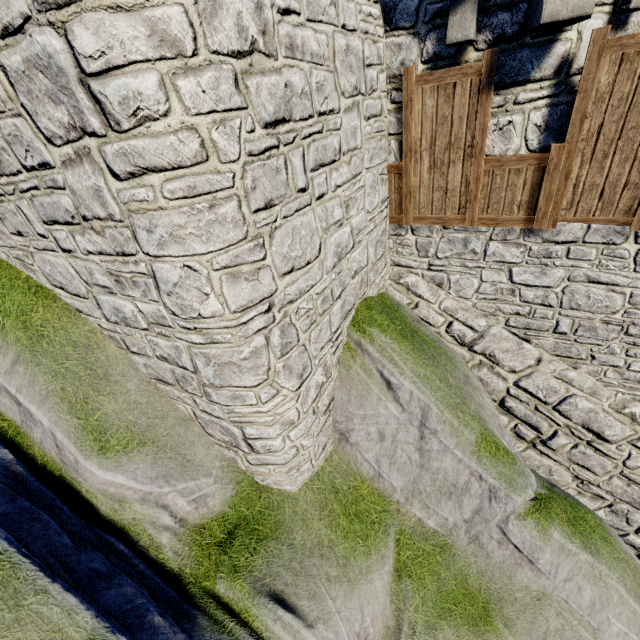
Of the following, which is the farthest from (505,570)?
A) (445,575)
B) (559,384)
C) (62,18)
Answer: (62,18)
